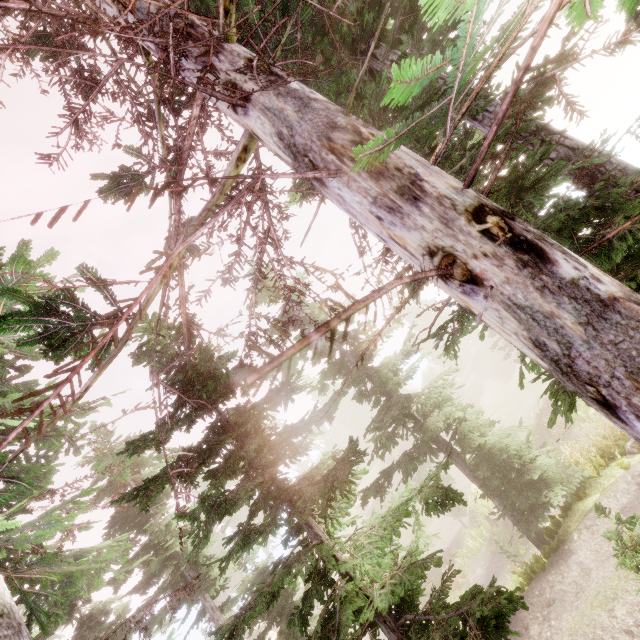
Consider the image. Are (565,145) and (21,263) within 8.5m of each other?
no

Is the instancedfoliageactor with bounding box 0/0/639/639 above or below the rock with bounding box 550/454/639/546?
above

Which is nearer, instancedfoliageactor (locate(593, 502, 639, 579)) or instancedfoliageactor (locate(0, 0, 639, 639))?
instancedfoliageactor (locate(0, 0, 639, 639))

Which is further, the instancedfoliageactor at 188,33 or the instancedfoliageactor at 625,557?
the instancedfoliageactor at 625,557

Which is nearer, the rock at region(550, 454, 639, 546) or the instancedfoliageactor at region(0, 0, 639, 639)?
the instancedfoliageactor at region(0, 0, 639, 639)

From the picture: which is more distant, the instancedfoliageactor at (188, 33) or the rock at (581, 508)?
the rock at (581, 508)

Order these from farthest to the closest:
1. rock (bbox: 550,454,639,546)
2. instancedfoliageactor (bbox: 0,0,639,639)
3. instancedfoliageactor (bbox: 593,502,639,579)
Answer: rock (bbox: 550,454,639,546), instancedfoliageactor (bbox: 593,502,639,579), instancedfoliageactor (bbox: 0,0,639,639)
